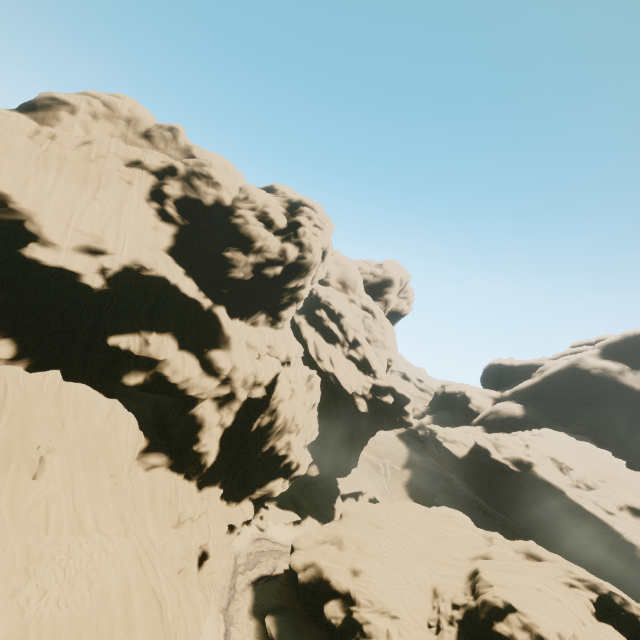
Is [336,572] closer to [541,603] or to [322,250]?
[541,603]

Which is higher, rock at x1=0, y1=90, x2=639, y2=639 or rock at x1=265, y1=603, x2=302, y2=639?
rock at x1=0, y1=90, x2=639, y2=639

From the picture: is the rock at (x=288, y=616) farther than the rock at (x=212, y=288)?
Yes

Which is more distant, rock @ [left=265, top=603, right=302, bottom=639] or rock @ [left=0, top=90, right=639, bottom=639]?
rock @ [left=265, top=603, right=302, bottom=639]

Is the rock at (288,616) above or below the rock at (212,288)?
below
